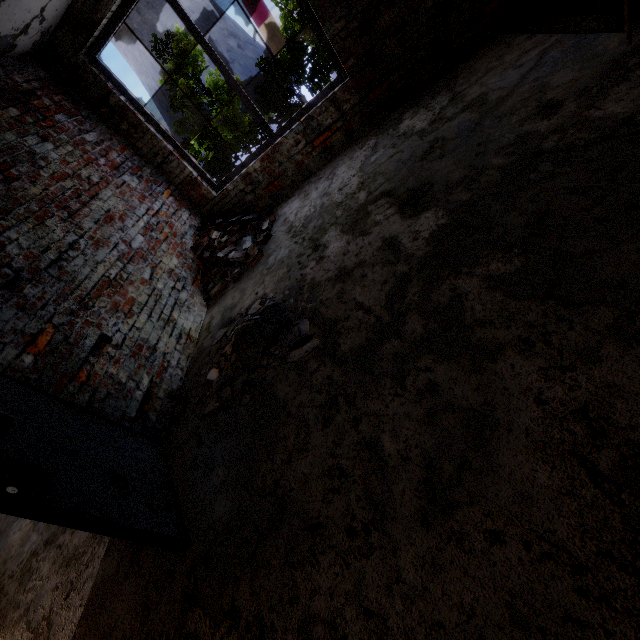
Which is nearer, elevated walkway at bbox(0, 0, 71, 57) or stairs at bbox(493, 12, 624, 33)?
stairs at bbox(493, 12, 624, 33)

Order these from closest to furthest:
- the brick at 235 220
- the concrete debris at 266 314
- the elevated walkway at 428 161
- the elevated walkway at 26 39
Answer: the elevated walkway at 428 161 → the concrete debris at 266 314 → the elevated walkway at 26 39 → the brick at 235 220

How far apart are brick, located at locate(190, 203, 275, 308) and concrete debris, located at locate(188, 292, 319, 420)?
0.8 meters

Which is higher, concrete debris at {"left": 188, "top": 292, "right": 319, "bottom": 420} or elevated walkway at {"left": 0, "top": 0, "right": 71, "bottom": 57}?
elevated walkway at {"left": 0, "top": 0, "right": 71, "bottom": 57}

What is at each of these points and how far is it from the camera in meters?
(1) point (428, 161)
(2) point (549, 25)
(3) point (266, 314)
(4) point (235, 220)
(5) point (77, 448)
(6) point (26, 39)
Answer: (1) elevated walkway, 3.1
(2) stairs, 3.2
(3) concrete debris, 2.9
(4) brick, 5.0
(5) door, 2.0
(6) elevated walkway, 3.6

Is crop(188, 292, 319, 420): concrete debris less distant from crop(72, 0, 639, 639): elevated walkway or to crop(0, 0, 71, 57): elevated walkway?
crop(72, 0, 639, 639): elevated walkway

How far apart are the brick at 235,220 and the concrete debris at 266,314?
0.8m
